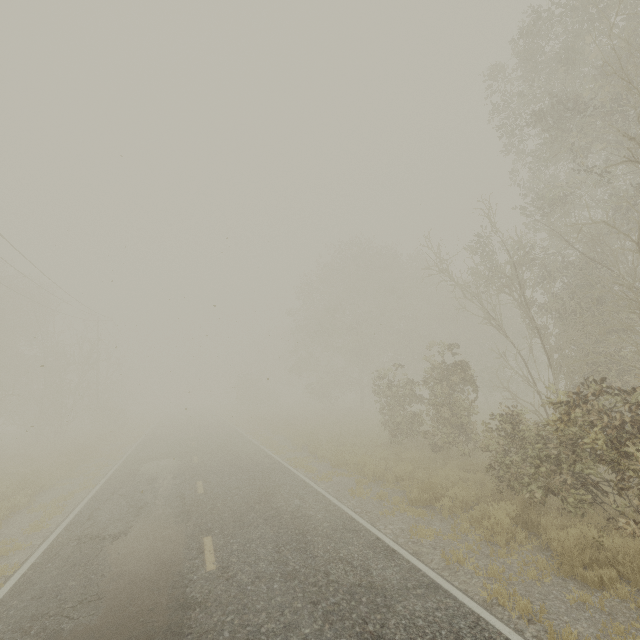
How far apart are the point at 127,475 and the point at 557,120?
20.8 meters
